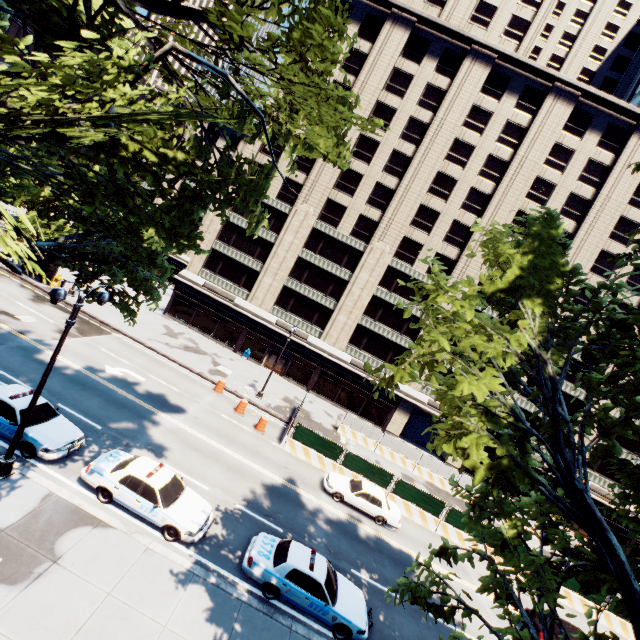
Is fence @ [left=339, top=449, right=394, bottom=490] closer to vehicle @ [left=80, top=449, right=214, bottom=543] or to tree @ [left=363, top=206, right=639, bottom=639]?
vehicle @ [left=80, top=449, right=214, bottom=543]

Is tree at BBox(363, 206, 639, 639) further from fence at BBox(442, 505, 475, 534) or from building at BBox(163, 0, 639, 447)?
fence at BBox(442, 505, 475, 534)

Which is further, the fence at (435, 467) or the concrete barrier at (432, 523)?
the fence at (435, 467)

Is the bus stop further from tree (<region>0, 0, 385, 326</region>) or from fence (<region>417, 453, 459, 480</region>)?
fence (<region>417, 453, 459, 480</region>)

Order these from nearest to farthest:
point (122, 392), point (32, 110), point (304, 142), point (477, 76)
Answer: point (32, 110)
point (304, 142)
point (122, 392)
point (477, 76)

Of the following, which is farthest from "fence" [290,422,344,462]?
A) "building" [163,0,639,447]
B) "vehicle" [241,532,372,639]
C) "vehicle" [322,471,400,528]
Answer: "vehicle" [241,532,372,639]

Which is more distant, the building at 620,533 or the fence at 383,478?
the building at 620,533

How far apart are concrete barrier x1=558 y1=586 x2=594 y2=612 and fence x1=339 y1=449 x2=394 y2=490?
0.00m
